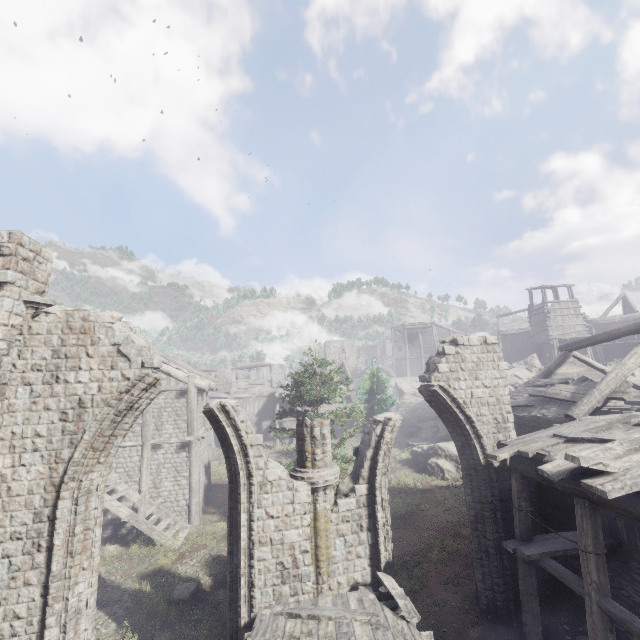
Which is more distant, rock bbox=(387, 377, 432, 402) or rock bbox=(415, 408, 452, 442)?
rock bbox=(387, 377, 432, 402)

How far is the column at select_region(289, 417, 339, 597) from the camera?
8.2m

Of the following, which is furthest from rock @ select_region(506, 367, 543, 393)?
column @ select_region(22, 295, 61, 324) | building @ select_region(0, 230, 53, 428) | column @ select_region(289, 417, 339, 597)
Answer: column @ select_region(22, 295, 61, 324)

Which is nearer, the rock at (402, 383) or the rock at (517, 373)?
the rock at (517, 373)

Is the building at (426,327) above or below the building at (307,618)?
above

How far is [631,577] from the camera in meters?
8.1

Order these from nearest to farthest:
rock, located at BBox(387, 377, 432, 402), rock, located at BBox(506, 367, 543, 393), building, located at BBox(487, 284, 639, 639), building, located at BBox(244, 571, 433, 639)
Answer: building, located at BBox(244, 571, 433, 639)
building, located at BBox(487, 284, 639, 639)
rock, located at BBox(506, 367, 543, 393)
rock, located at BBox(387, 377, 432, 402)

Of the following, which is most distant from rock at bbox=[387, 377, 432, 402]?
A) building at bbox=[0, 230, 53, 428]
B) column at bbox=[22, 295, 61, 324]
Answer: column at bbox=[22, 295, 61, 324]
